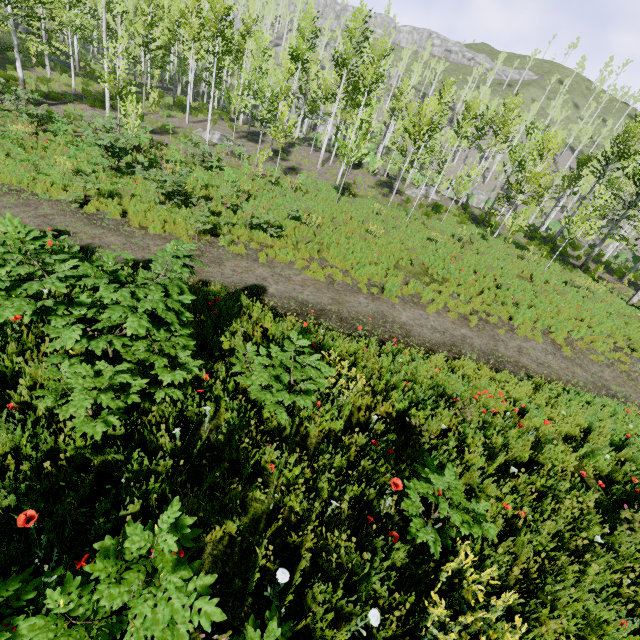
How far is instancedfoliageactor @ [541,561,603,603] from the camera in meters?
Result: 3.3

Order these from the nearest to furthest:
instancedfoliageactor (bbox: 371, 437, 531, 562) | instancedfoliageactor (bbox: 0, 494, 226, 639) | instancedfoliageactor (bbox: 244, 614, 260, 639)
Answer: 1. instancedfoliageactor (bbox: 0, 494, 226, 639)
2. instancedfoliageactor (bbox: 244, 614, 260, 639)
3. instancedfoliageactor (bbox: 371, 437, 531, 562)

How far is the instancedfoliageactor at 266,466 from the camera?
3.3 meters

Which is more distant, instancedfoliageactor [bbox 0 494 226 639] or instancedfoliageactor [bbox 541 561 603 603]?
instancedfoliageactor [bbox 541 561 603 603]

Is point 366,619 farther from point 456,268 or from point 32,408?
point 456,268

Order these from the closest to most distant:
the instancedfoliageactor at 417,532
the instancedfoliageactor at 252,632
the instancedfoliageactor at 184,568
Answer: the instancedfoliageactor at 184,568, the instancedfoliageactor at 252,632, the instancedfoliageactor at 417,532

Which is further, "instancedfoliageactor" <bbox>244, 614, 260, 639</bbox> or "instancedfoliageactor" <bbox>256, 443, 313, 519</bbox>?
"instancedfoliageactor" <bbox>256, 443, 313, 519</bbox>
